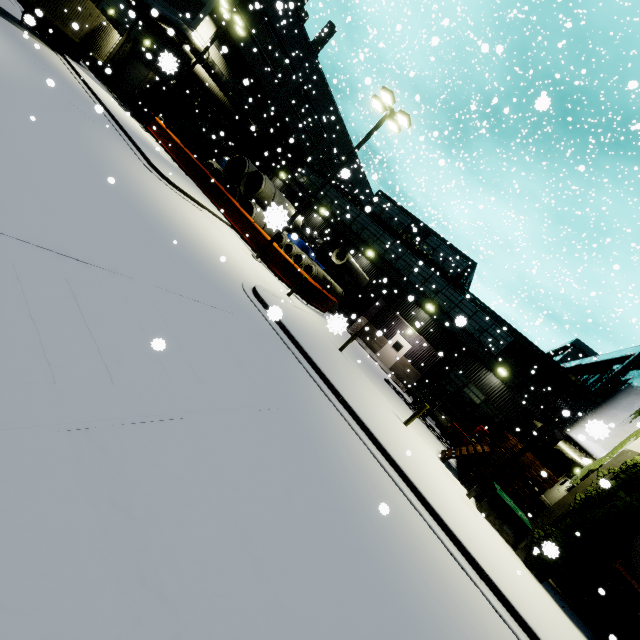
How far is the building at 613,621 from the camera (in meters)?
11.36

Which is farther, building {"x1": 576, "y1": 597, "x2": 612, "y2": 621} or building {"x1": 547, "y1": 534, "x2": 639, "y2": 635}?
building {"x1": 576, "y1": 597, "x2": 612, "y2": 621}

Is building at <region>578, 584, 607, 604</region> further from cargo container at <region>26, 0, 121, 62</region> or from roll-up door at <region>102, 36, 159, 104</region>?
cargo container at <region>26, 0, 121, 62</region>

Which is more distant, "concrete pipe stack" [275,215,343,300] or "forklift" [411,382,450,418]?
"concrete pipe stack" [275,215,343,300]

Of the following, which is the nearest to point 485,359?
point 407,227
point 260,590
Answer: point 407,227

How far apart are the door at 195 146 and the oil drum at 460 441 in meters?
30.9 m

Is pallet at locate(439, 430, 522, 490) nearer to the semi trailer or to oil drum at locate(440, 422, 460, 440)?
oil drum at locate(440, 422, 460, 440)

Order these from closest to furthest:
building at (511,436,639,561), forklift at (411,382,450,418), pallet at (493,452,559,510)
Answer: building at (511,436,639,561) → pallet at (493,452,559,510) → forklift at (411,382,450,418)
